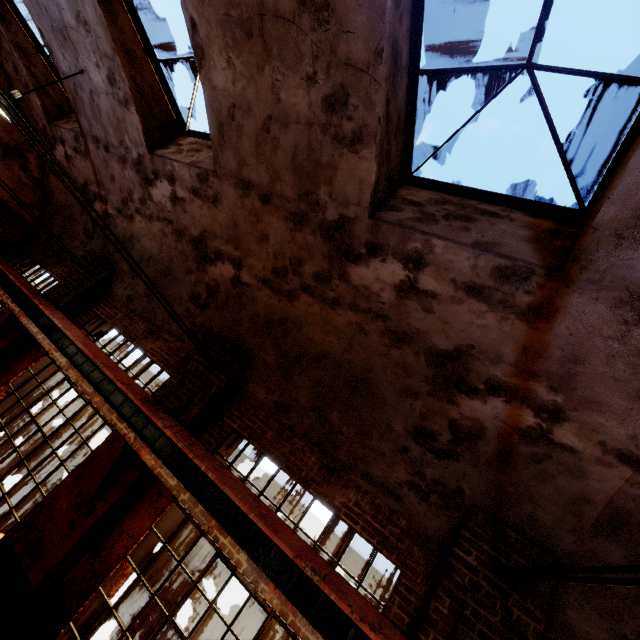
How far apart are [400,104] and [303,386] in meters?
4.0

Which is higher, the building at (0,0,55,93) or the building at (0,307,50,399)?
the building at (0,0,55,93)

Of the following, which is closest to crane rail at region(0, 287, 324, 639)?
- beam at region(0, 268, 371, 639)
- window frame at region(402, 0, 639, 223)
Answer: beam at region(0, 268, 371, 639)

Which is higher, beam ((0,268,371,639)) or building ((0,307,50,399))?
beam ((0,268,371,639))

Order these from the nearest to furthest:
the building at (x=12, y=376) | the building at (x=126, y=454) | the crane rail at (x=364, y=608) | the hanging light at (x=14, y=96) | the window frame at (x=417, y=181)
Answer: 1. the window frame at (x=417, y=181)
2. the crane rail at (x=364, y=608)
3. the building at (x=126, y=454)
4. the hanging light at (x=14, y=96)
5. the building at (x=12, y=376)

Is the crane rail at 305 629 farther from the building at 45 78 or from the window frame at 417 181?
the window frame at 417 181

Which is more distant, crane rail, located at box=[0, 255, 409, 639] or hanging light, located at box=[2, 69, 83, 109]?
hanging light, located at box=[2, 69, 83, 109]

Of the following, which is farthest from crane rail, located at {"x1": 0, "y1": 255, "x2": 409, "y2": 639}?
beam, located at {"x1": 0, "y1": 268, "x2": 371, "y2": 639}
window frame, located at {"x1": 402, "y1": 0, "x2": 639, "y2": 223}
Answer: window frame, located at {"x1": 402, "y1": 0, "x2": 639, "y2": 223}
